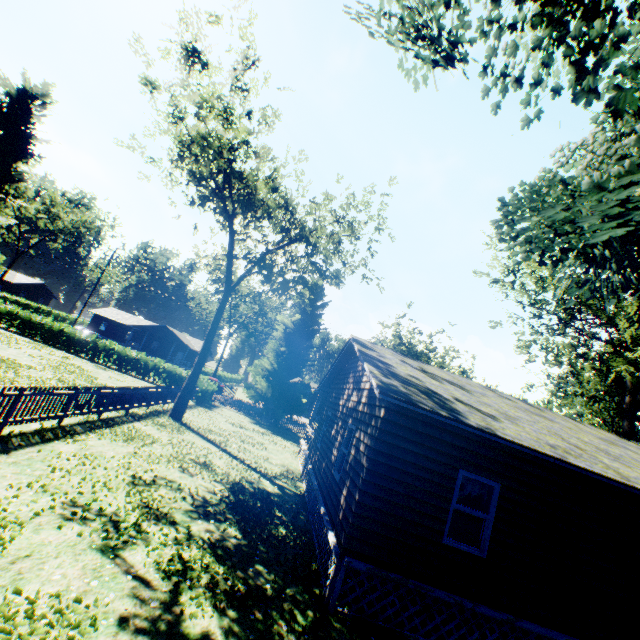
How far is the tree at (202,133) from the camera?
16.4 meters

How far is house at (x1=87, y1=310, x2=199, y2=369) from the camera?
55.2 meters

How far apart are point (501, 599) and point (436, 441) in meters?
3.5

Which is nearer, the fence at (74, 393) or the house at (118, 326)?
the fence at (74, 393)

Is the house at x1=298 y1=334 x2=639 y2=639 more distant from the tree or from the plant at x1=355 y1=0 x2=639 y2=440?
the tree

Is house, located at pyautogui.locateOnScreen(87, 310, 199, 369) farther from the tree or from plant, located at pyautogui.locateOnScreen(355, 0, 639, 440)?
the tree

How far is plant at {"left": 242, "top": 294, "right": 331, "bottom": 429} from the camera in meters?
30.1

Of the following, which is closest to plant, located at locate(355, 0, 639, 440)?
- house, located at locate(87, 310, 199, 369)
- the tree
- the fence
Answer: the fence
